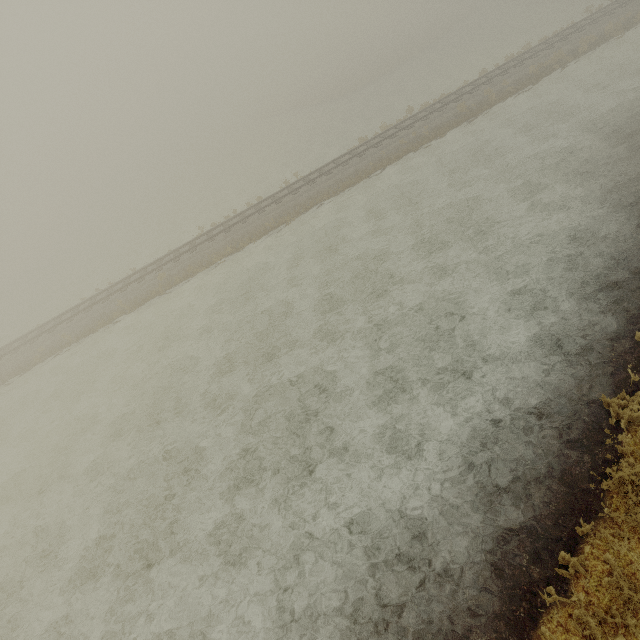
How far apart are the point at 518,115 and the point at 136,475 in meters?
27.9 m
